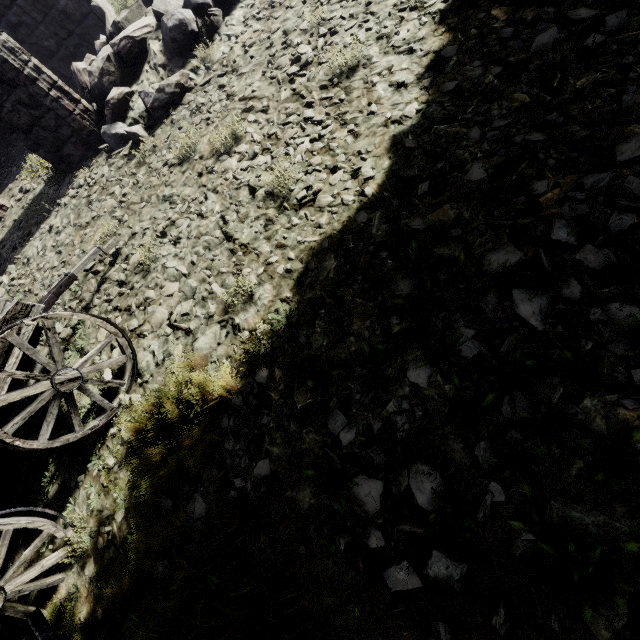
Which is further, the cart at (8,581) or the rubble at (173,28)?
the rubble at (173,28)

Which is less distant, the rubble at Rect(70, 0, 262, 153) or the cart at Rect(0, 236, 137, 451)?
the cart at Rect(0, 236, 137, 451)

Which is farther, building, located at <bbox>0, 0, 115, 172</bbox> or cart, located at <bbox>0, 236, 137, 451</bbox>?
building, located at <bbox>0, 0, 115, 172</bbox>

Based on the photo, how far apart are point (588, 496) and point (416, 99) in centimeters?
337cm

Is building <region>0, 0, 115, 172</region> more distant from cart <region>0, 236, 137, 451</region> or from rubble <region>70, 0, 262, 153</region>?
cart <region>0, 236, 137, 451</region>

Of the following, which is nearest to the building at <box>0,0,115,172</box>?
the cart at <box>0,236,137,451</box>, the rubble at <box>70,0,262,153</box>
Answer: the rubble at <box>70,0,262,153</box>

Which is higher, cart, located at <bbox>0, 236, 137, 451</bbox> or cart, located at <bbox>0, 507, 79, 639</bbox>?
cart, located at <bbox>0, 236, 137, 451</bbox>

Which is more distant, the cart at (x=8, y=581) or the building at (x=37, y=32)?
the building at (x=37, y=32)
